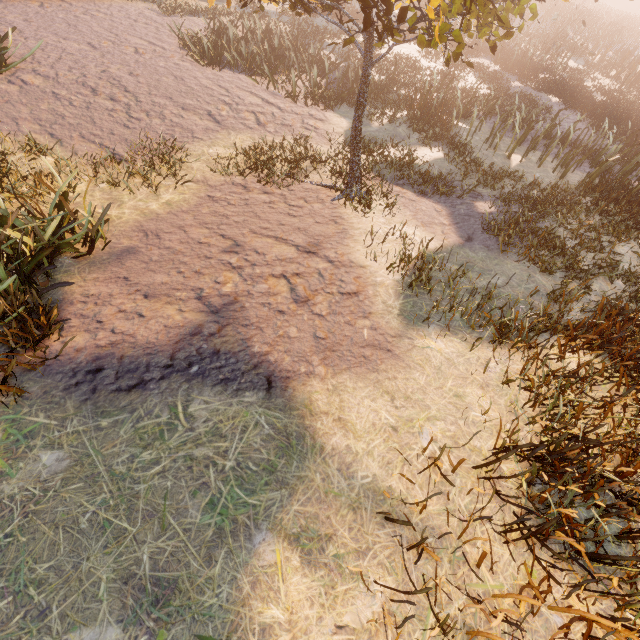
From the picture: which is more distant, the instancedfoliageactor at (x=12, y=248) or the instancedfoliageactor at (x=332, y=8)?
the instancedfoliageactor at (x=12, y=248)

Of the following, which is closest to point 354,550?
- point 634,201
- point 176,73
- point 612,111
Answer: point 634,201

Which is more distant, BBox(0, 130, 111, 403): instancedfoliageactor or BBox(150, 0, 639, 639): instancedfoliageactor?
BBox(0, 130, 111, 403): instancedfoliageactor
